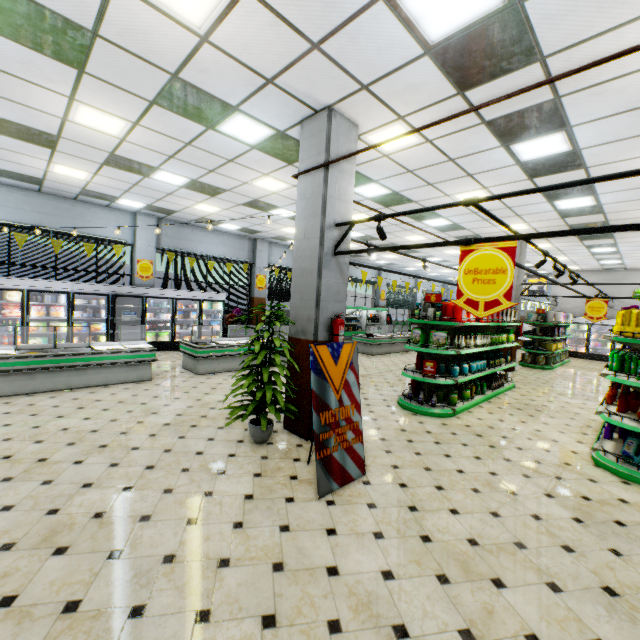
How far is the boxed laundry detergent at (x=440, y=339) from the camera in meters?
6.5

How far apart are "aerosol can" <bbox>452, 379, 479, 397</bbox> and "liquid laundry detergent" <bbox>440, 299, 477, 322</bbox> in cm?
178

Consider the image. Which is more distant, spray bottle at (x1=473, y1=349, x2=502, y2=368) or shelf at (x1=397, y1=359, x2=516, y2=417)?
spray bottle at (x1=473, y1=349, x2=502, y2=368)

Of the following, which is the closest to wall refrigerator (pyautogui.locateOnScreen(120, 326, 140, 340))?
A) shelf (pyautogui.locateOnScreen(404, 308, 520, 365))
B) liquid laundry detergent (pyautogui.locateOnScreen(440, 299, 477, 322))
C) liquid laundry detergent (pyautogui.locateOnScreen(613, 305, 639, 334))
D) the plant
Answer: the plant

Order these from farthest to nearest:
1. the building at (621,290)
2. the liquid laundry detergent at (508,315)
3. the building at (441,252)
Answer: the building at (621,290)
the building at (441,252)
the liquid laundry detergent at (508,315)

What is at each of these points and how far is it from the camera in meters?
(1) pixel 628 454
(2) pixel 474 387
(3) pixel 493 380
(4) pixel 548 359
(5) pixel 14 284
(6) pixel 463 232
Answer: (1) fabric softener, 4.5 m
(2) aerosol can, 7.4 m
(3) spray bottle, 8.4 m
(4) diaper, 13.5 m
(5) wall refrigerator door, 8.9 m
(6) building, 11.5 m

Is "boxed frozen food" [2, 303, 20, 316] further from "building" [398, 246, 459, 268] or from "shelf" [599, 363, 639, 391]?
"shelf" [599, 363, 639, 391]

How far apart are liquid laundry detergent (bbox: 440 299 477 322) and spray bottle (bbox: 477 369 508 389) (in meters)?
3.02
